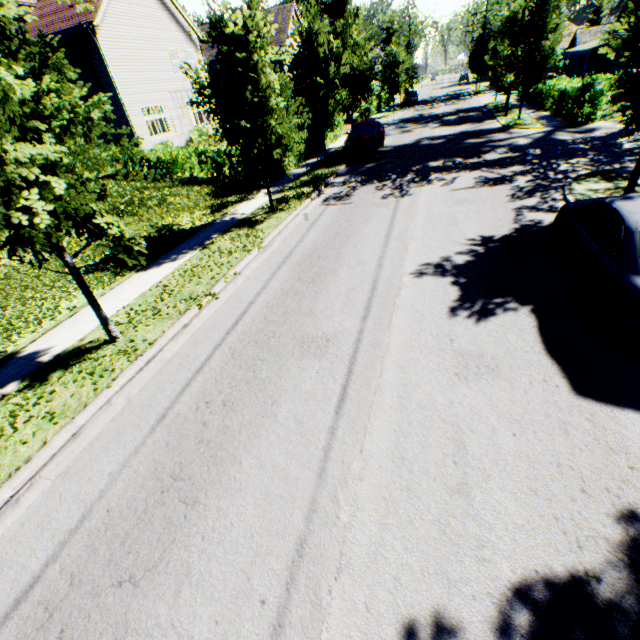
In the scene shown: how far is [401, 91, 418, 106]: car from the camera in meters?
42.6

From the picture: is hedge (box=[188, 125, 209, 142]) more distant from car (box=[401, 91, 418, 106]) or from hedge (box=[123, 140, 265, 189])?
car (box=[401, 91, 418, 106])

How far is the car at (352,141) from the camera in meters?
18.7

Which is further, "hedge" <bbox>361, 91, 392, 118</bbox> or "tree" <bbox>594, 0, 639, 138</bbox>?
"hedge" <bbox>361, 91, 392, 118</bbox>

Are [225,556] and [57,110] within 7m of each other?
yes

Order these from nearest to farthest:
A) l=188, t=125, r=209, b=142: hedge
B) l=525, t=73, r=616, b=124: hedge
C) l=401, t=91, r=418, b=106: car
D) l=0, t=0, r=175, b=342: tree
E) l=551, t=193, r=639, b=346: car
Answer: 1. l=0, t=0, r=175, b=342: tree
2. l=551, t=193, r=639, b=346: car
3. l=525, t=73, r=616, b=124: hedge
4. l=188, t=125, r=209, b=142: hedge
5. l=401, t=91, r=418, b=106: car

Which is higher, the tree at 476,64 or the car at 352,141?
the tree at 476,64

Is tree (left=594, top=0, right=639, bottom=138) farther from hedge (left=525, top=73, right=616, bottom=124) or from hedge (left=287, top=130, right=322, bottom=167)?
hedge (left=525, top=73, right=616, bottom=124)
